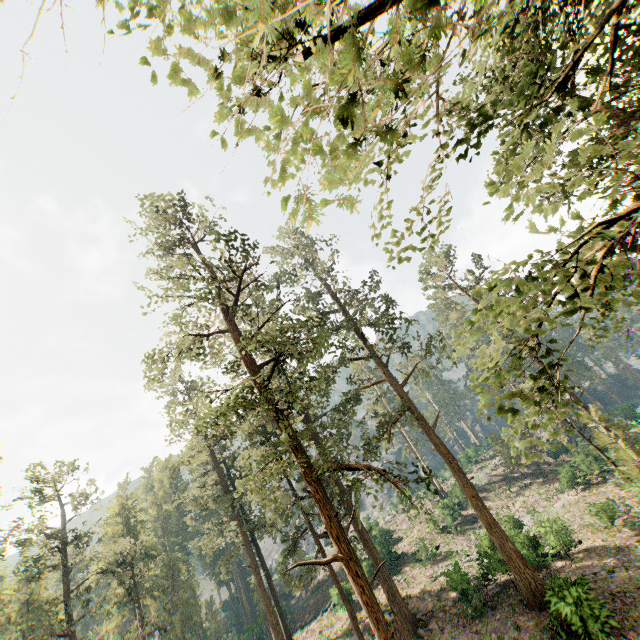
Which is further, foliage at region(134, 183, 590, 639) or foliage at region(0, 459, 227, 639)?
foliage at region(0, 459, 227, 639)

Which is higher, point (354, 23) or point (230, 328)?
point (230, 328)

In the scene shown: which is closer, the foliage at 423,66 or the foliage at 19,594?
the foliage at 423,66

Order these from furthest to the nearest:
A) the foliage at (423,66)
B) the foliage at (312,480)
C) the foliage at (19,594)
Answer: the foliage at (19,594), the foliage at (312,480), the foliage at (423,66)

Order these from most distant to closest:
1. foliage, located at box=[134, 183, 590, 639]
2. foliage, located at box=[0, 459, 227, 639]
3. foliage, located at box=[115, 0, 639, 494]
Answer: foliage, located at box=[0, 459, 227, 639], foliage, located at box=[134, 183, 590, 639], foliage, located at box=[115, 0, 639, 494]
